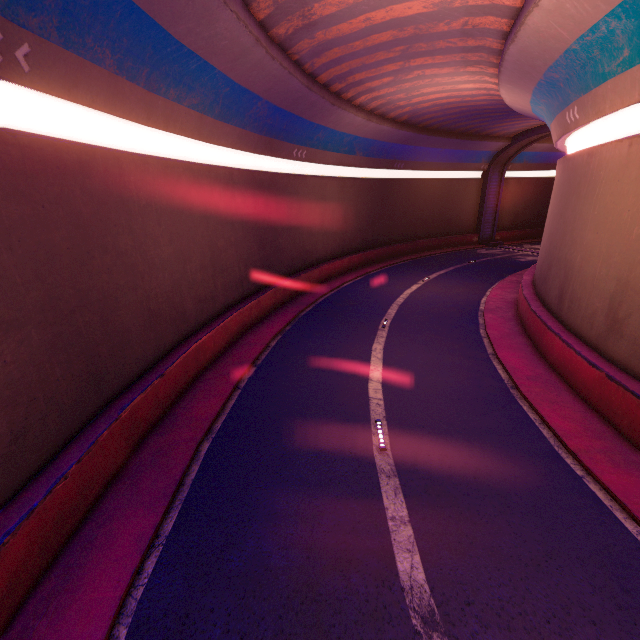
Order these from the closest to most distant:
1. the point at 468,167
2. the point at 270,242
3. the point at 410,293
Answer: the point at 270,242 < the point at 410,293 < the point at 468,167
